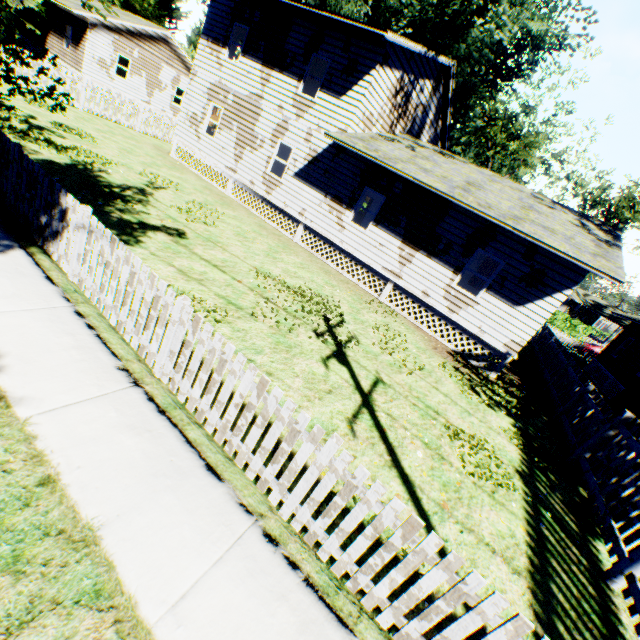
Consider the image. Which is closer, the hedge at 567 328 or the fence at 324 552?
the fence at 324 552

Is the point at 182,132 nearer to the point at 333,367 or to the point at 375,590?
the point at 333,367

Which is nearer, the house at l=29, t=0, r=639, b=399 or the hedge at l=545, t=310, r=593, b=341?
the house at l=29, t=0, r=639, b=399

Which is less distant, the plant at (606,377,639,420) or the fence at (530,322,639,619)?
the fence at (530,322,639,619)

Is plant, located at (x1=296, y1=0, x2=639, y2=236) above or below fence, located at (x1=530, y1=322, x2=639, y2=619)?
above

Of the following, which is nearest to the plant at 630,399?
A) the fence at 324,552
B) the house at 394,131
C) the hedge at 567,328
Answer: the house at 394,131

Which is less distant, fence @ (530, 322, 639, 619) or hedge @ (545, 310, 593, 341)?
fence @ (530, 322, 639, 619)

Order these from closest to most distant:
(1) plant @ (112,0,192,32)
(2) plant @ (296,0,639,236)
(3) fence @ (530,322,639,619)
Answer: (3) fence @ (530,322,639,619) → (2) plant @ (296,0,639,236) → (1) plant @ (112,0,192,32)
